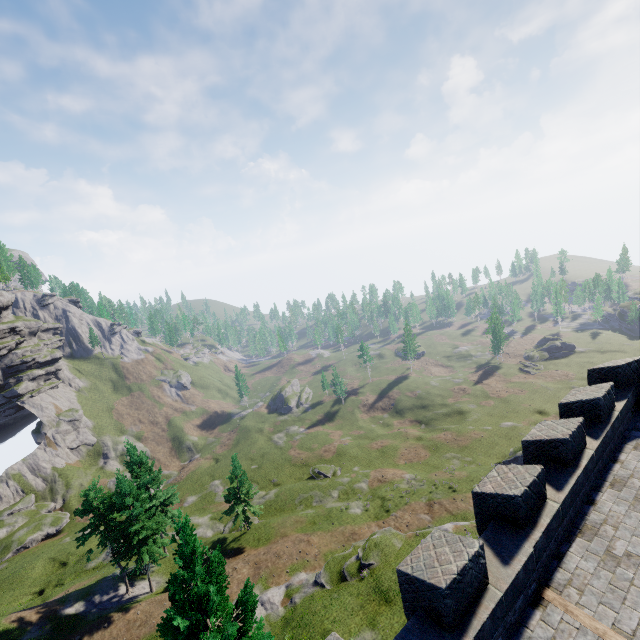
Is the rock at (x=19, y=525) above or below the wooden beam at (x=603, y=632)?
below

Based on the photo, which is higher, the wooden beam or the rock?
the wooden beam

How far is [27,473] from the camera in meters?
58.1

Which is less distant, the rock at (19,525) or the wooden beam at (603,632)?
the wooden beam at (603,632)

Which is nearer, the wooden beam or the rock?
the wooden beam
